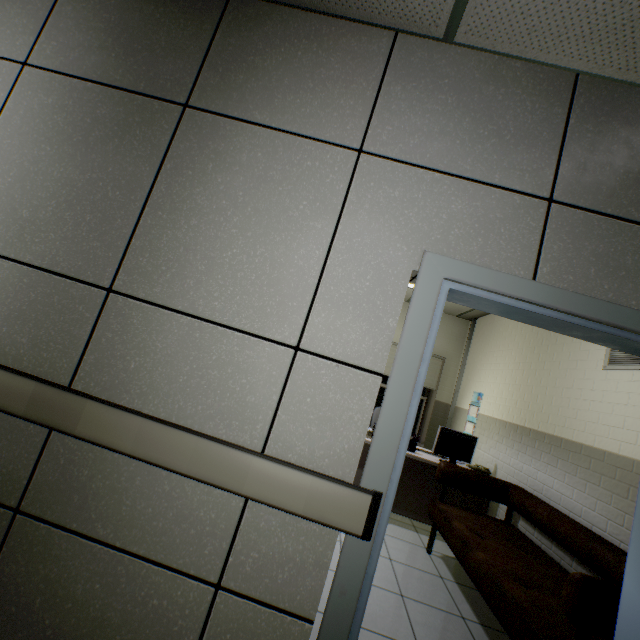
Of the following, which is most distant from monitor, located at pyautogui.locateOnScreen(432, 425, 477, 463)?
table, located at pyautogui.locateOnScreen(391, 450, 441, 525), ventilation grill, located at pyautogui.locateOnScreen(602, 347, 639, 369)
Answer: ventilation grill, located at pyautogui.locateOnScreen(602, 347, 639, 369)

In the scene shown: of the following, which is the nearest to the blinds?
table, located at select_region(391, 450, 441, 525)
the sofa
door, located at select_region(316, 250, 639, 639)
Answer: table, located at select_region(391, 450, 441, 525)

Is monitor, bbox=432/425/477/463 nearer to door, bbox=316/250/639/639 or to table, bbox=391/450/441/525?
table, bbox=391/450/441/525

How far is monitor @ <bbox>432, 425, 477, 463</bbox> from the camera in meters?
4.0 m

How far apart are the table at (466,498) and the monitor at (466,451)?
0.03m

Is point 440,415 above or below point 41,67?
below

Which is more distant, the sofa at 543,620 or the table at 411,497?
the table at 411,497

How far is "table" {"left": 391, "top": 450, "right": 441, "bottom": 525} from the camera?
3.9 meters
